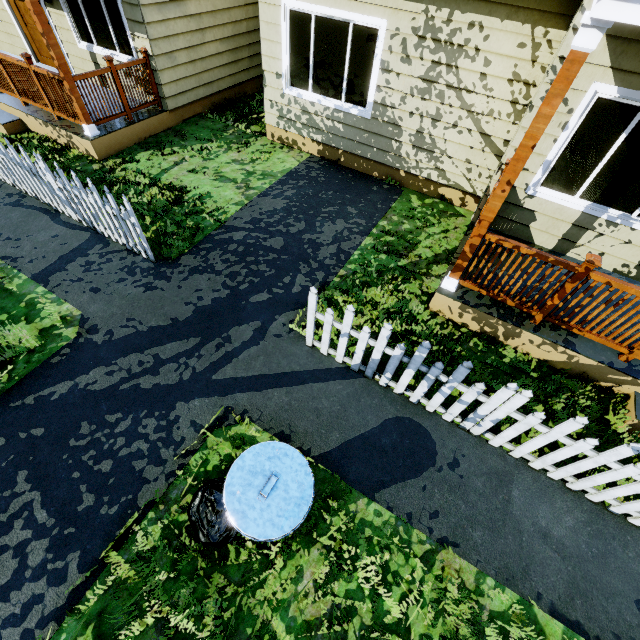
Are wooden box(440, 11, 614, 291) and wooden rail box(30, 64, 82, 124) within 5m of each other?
no

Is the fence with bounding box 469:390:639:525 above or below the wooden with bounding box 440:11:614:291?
below

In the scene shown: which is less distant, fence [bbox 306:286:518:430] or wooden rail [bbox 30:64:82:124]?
fence [bbox 306:286:518:430]

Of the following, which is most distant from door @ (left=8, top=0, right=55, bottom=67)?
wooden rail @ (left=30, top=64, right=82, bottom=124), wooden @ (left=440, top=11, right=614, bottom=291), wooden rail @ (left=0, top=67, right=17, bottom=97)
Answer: wooden @ (left=440, top=11, right=614, bottom=291)

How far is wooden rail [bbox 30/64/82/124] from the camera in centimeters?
586cm

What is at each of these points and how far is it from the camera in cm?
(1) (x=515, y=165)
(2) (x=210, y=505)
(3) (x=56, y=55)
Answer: (1) wooden, 310
(2) trash bag, 254
(3) wooden, 539

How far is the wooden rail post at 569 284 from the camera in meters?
3.3

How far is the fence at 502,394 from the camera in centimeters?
315cm
